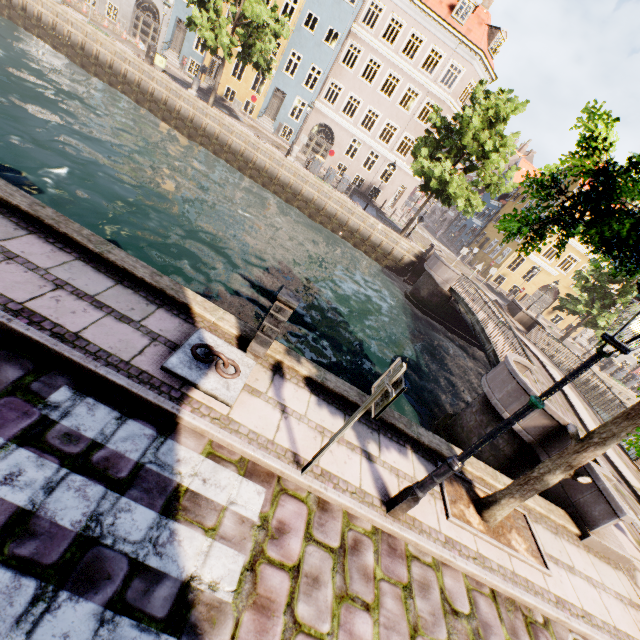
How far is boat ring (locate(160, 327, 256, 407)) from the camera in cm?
404

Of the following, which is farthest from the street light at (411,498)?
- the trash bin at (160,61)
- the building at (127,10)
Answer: the building at (127,10)

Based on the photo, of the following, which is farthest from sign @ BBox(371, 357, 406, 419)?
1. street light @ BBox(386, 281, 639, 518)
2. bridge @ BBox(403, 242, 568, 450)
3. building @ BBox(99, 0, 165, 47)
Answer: building @ BBox(99, 0, 165, 47)

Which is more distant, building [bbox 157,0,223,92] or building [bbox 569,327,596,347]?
building [bbox 569,327,596,347]

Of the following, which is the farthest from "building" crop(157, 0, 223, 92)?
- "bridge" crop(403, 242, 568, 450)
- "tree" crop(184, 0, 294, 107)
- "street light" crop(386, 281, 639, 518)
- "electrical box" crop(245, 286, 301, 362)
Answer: "street light" crop(386, 281, 639, 518)

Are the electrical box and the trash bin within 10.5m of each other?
no

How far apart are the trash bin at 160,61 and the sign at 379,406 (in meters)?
28.48

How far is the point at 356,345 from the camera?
12.5m
